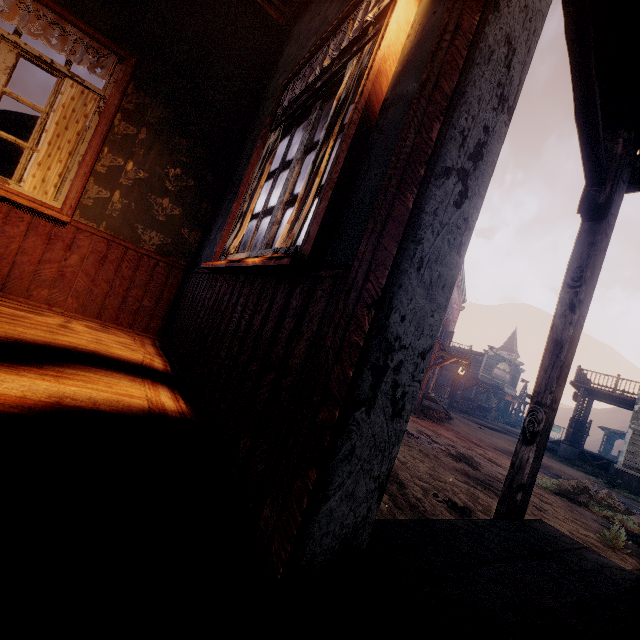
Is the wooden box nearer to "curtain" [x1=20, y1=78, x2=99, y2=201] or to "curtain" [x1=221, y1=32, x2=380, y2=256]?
"curtain" [x1=221, y1=32, x2=380, y2=256]

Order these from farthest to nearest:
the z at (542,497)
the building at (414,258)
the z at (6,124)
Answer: the z at (6,124)
the z at (542,497)
the building at (414,258)

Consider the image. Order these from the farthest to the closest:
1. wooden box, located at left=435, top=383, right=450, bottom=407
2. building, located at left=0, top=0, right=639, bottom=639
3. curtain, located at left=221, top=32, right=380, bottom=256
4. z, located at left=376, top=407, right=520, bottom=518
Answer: wooden box, located at left=435, top=383, right=450, bottom=407, z, located at left=376, top=407, right=520, bottom=518, curtain, located at left=221, top=32, right=380, bottom=256, building, located at left=0, top=0, right=639, bottom=639

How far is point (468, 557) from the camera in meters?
1.2

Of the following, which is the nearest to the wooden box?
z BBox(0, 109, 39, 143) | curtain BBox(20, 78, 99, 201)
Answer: z BBox(0, 109, 39, 143)

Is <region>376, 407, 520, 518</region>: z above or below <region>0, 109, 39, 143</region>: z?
below

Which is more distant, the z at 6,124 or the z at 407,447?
the z at 6,124

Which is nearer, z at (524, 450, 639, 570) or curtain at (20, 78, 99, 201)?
curtain at (20, 78, 99, 201)
